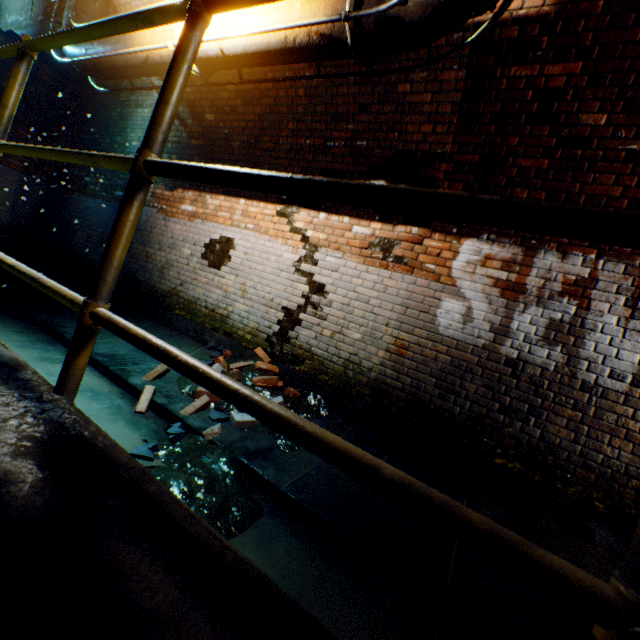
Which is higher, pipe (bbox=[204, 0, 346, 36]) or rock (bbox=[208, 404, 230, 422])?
pipe (bbox=[204, 0, 346, 36])

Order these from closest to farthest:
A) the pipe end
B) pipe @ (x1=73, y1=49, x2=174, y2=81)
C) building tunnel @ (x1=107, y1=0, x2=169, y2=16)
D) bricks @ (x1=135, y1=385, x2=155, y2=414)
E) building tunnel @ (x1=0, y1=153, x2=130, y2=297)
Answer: the pipe end < bricks @ (x1=135, y1=385, x2=155, y2=414) < pipe @ (x1=73, y1=49, x2=174, y2=81) < building tunnel @ (x1=107, y1=0, x2=169, y2=16) < building tunnel @ (x1=0, y1=153, x2=130, y2=297)

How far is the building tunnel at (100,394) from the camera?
2.8m

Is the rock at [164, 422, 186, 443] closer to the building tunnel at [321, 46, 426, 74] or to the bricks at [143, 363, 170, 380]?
the building tunnel at [321, 46, 426, 74]

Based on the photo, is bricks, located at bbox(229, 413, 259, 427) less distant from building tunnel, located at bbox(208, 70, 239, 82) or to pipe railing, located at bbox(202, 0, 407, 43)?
building tunnel, located at bbox(208, 70, 239, 82)

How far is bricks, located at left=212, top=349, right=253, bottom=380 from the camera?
3.90m

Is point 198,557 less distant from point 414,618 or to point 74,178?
point 414,618

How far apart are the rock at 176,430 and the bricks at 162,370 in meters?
Result: 1.0 m
